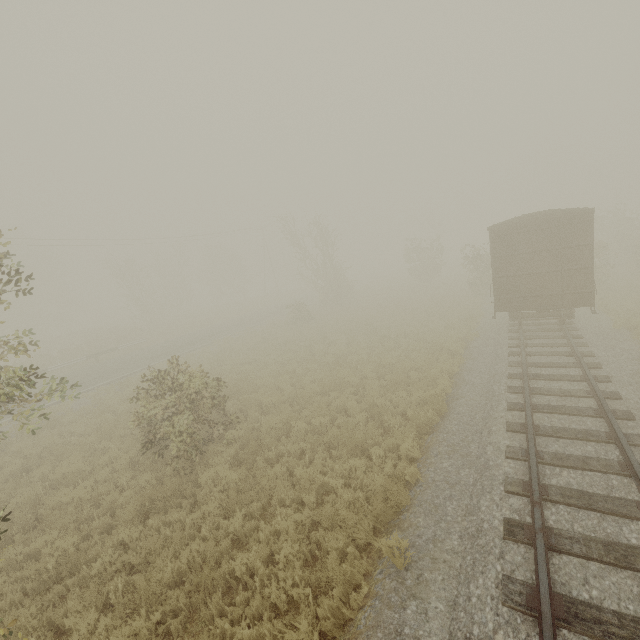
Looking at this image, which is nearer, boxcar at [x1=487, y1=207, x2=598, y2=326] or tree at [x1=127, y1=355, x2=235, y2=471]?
tree at [x1=127, y1=355, x2=235, y2=471]

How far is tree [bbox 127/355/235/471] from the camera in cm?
882

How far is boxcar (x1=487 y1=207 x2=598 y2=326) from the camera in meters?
12.1 m

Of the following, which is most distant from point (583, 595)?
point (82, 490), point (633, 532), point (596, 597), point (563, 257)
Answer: point (563, 257)

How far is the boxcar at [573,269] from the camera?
12.05m

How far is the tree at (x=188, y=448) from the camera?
8.8m
